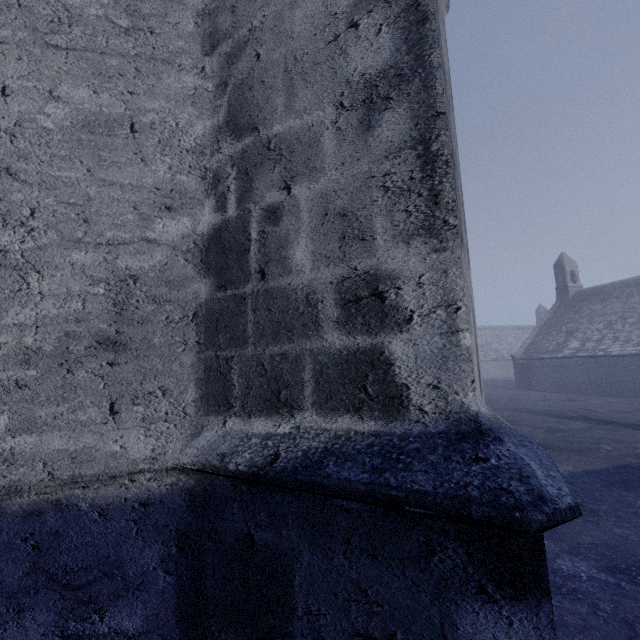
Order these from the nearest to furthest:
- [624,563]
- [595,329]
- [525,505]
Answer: [525,505], [624,563], [595,329]
